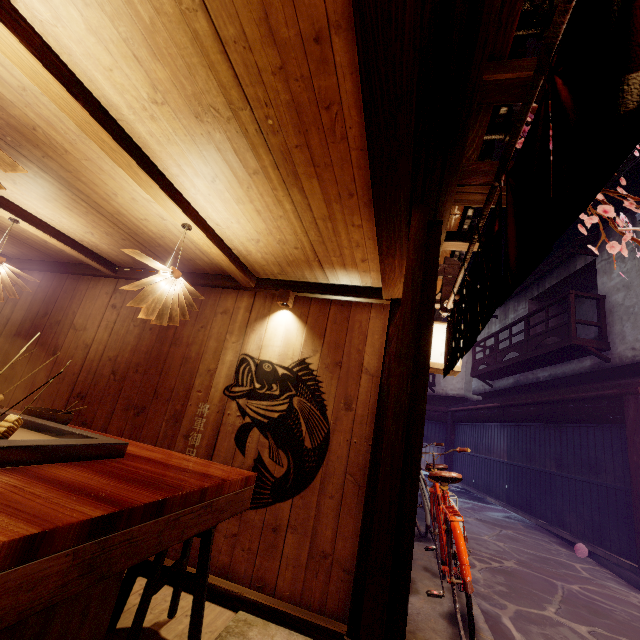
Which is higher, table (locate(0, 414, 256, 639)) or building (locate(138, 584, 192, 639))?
table (locate(0, 414, 256, 639))

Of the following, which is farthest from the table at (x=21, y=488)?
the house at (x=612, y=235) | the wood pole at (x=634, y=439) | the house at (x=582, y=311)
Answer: the house at (x=582, y=311)

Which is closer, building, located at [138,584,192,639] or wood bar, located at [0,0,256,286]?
wood bar, located at [0,0,256,286]

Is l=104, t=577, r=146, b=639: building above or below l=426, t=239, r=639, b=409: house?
below

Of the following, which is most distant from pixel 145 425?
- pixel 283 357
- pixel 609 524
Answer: pixel 609 524

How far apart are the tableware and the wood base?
5.46m

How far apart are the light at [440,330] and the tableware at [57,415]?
5.21m

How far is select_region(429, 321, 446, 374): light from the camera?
5.3 meters
